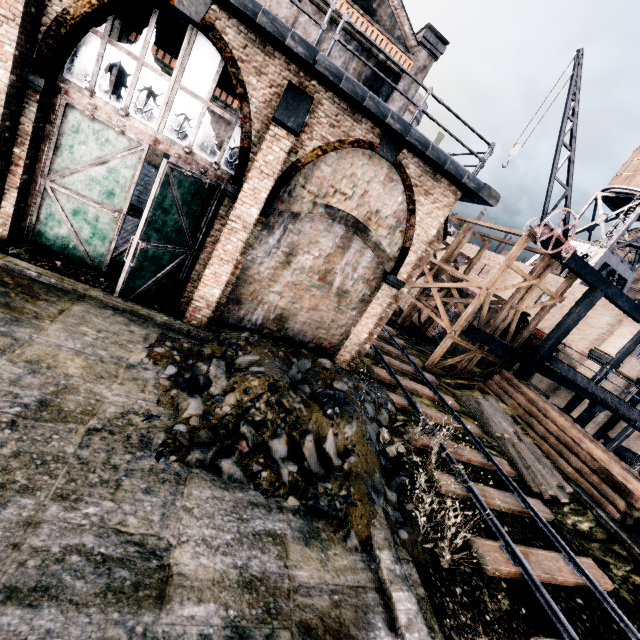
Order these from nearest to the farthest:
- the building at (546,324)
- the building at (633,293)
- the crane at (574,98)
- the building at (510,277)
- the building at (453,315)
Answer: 1. the crane at (574,98)
2. the building at (546,324)
3. the building at (453,315)
4. the building at (510,277)
5. the building at (633,293)

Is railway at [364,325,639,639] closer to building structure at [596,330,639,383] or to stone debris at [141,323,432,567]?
stone debris at [141,323,432,567]

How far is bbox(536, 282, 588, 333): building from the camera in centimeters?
2625cm

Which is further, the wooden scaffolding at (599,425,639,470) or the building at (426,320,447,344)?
the building at (426,320,447,344)

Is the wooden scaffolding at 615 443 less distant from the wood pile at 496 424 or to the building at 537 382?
the building at 537 382

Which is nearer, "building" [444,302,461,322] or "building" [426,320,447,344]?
"building" [444,302,461,322]

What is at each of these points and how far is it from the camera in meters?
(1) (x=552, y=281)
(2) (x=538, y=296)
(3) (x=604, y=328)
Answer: (1) building, 28.6
(2) building, 29.3
(3) building, 23.8

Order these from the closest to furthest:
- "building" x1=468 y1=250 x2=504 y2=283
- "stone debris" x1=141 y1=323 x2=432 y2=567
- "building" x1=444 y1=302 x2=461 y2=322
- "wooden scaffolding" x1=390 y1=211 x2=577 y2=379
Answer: "stone debris" x1=141 y1=323 x2=432 y2=567
"wooden scaffolding" x1=390 y1=211 x2=577 y2=379
"building" x1=444 y1=302 x2=461 y2=322
"building" x1=468 y1=250 x2=504 y2=283
